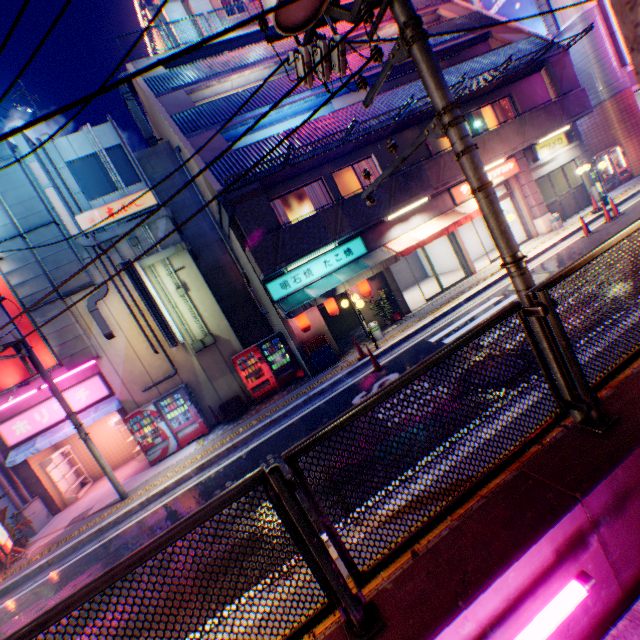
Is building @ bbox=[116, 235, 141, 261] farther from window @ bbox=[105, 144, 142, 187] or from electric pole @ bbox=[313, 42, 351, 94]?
electric pole @ bbox=[313, 42, 351, 94]

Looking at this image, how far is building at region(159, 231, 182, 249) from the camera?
13.0m

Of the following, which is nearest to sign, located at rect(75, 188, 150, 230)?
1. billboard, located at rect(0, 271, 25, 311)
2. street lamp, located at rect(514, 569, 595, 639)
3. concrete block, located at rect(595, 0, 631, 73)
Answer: billboard, located at rect(0, 271, 25, 311)

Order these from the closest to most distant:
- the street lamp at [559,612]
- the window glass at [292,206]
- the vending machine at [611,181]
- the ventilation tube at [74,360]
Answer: the street lamp at [559,612] → the ventilation tube at [74,360] → the window glass at [292,206] → the vending machine at [611,181]

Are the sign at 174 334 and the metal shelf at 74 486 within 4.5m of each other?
no

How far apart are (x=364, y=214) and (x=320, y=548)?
11.6m

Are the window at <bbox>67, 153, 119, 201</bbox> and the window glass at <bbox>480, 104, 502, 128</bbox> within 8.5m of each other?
no
